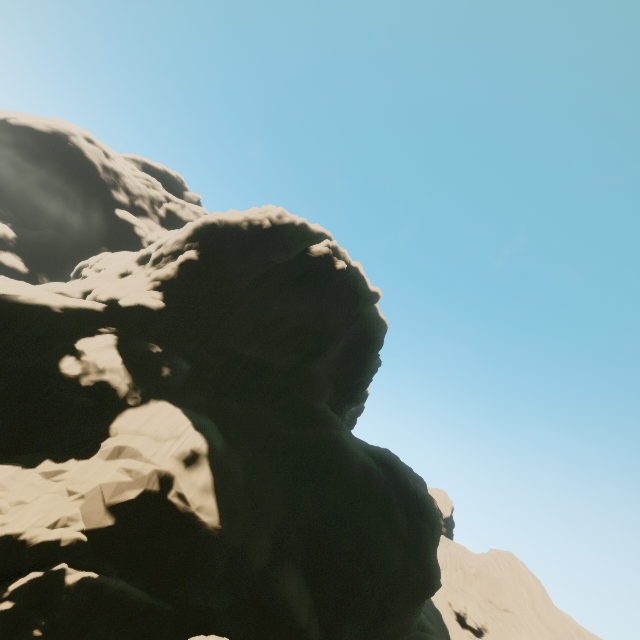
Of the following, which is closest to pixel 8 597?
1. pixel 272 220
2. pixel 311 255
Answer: pixel 311 255
